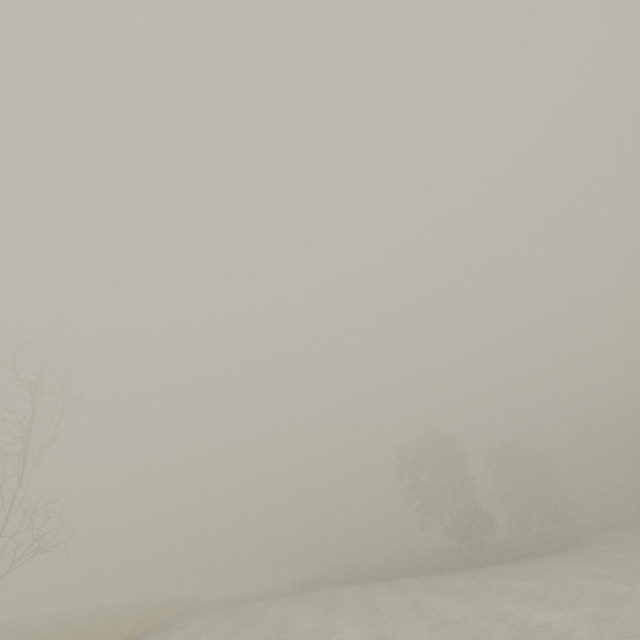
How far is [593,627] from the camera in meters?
10.3
